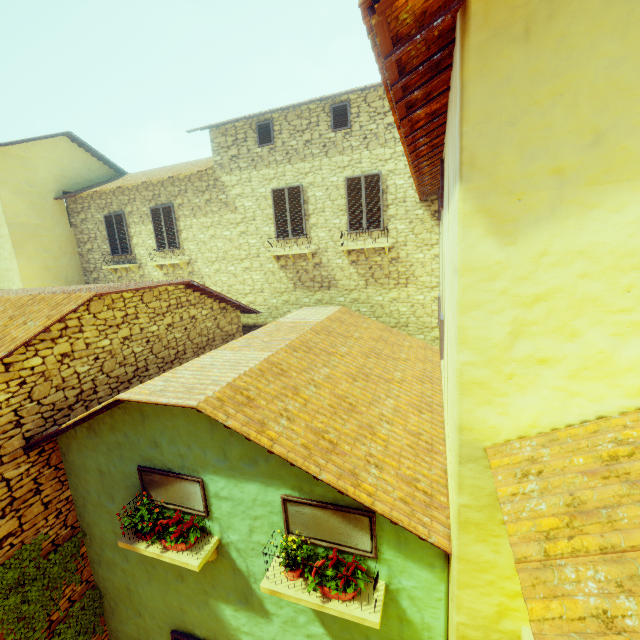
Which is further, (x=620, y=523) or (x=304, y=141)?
(x=304, y=141)

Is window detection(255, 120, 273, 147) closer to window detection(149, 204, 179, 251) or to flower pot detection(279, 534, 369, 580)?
window detection(149, 204, 179, 251)

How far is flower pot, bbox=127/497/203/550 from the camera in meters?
4.6 m

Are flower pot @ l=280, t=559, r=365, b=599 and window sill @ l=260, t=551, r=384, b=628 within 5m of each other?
yes

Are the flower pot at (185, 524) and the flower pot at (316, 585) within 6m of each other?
yes

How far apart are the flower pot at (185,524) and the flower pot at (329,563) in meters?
1.8

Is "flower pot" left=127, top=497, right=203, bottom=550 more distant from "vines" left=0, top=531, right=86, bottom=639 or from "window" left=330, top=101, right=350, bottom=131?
"window" left=330, top=101, right=350, bottom=131

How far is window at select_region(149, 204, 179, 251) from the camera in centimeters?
1205cm
